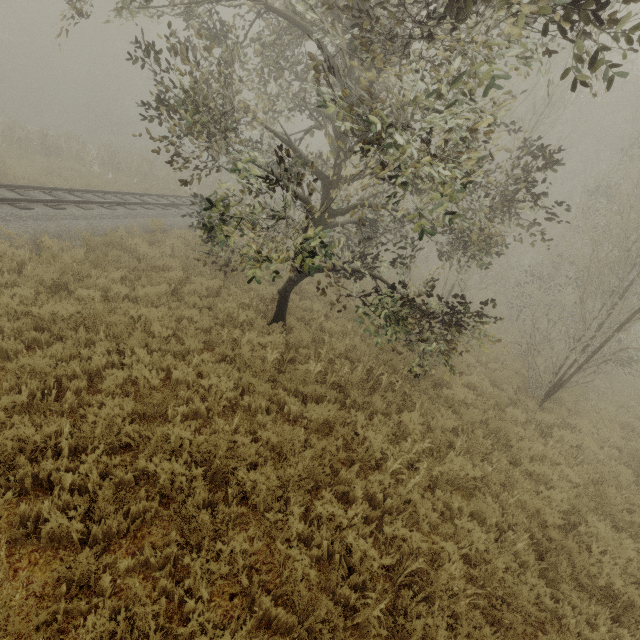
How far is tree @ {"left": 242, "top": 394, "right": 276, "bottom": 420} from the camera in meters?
6.0

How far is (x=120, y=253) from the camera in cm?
965

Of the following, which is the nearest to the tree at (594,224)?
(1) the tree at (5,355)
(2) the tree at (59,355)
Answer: (2) the tree at (59,355)

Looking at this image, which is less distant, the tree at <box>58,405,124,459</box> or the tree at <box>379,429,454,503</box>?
the tree at <box>58,405,124,459</box>

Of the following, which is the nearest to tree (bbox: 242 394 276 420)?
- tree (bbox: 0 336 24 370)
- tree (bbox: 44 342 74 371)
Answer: tree (bbox: 44 342 74 371)

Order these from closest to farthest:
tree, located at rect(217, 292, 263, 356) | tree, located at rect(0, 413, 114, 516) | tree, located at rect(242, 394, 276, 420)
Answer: tree, located at rect(0, 413, 114, 516) → tree, located at rect(242, 394, 276, 420) → tree, located at rect(217, 292, 263, 356)

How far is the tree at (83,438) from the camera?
4.2 meters
